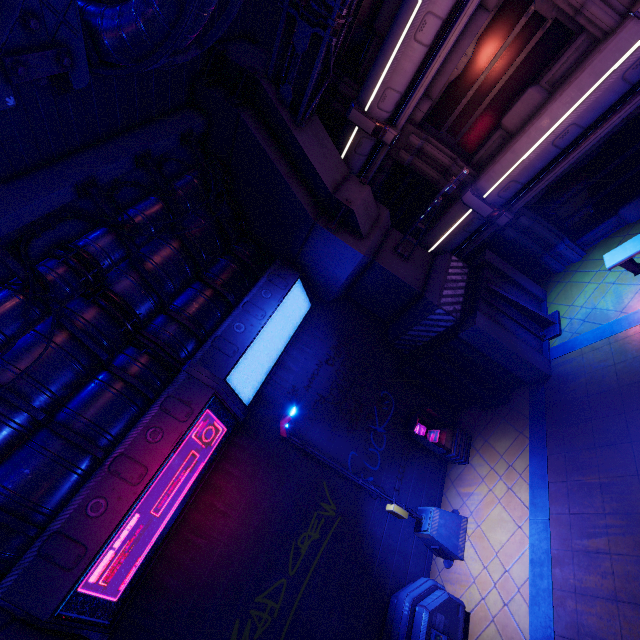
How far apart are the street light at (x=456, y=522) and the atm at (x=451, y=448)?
1.3m

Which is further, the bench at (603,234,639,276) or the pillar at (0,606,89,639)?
the bench at (603,234,639,276)

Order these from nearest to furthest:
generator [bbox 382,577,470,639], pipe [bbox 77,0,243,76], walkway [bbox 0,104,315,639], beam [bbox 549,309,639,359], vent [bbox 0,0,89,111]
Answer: vent [bbox 0,0,89,111], pipe [bbox 77,0,243,76], walkway [bbox 0,104,315,639], generator [bbox 382,577,470,639], beam [bbox 549,309,639,359]

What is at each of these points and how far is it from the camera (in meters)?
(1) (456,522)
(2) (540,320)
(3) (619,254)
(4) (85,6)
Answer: (1) street light, 8.91
(2) pillar, 10.41
(3) bench, 8.78
(4) pipe, 4.61

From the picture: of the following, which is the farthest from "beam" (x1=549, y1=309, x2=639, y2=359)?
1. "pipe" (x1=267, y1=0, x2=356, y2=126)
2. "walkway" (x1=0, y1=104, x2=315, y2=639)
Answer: "pipe" (x1=267, y1=0, x2=356, y2=126)

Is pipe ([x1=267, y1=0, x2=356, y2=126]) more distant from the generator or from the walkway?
the generator

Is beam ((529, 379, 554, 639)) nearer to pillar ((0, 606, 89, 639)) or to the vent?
pillar ((0, 606, 89, 639))

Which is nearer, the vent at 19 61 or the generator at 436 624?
the vent at 19 61
